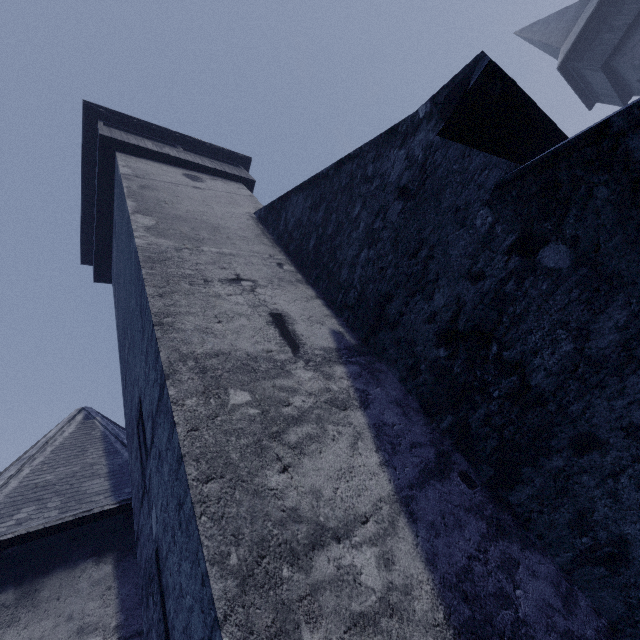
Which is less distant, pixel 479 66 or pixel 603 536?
pixel 603 536
